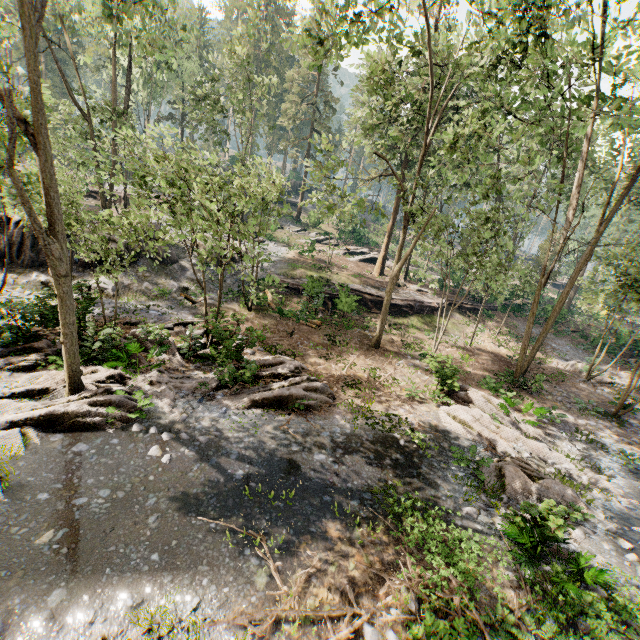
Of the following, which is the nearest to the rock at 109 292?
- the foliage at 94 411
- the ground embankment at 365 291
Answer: the foliage at 94 411

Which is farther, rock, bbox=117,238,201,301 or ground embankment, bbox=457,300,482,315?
ground embankment, bbox=457,300,482,315

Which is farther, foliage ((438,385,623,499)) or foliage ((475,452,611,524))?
foliage ((438,385,623,499))

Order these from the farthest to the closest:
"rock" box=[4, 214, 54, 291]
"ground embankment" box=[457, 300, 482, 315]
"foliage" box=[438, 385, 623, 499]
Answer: "ground embankment" box=[457, 300, 482, 315] < "rock" box=[4, 214, 54, 291] < "foliage" box=[438, 385, 623, 499]

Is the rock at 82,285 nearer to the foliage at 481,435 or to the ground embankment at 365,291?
the foliage at 481,435

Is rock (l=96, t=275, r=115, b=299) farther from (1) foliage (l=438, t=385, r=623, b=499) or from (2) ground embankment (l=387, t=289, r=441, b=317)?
(2) ground embankment (l=387, t=289, r=441, b=317)

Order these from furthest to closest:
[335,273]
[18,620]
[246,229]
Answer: [335,273], [246,229], [18,620]
